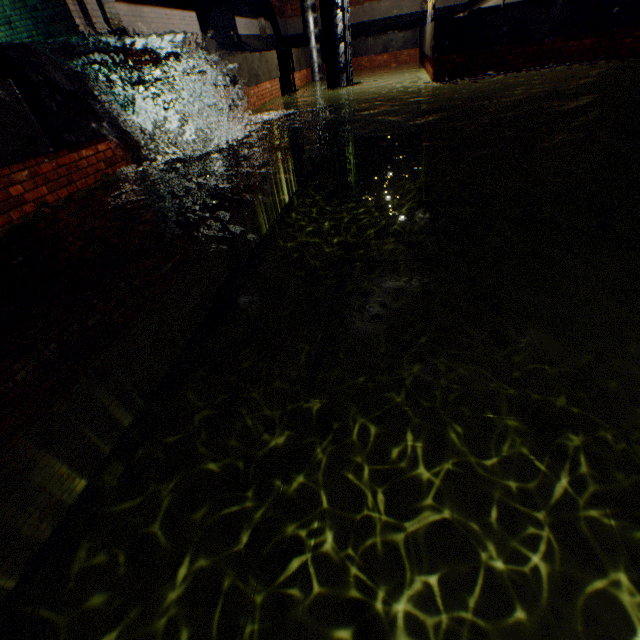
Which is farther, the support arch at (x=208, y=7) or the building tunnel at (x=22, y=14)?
the support arch at (x=208, y=7)

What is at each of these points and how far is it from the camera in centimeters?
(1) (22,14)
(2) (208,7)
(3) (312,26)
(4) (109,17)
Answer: (1) building tunnel, 700cm
(2) support arch, 1016cm
(3) pipe, 1333cm
(4) support arch, 677cm

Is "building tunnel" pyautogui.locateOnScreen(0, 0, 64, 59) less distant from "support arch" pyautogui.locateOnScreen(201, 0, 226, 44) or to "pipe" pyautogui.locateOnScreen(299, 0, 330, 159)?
"pipe" pyautogui.locateOnScreen(299, 0, 330, 159)

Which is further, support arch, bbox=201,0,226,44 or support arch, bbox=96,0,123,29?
support arch, bbox=201,0,226,44

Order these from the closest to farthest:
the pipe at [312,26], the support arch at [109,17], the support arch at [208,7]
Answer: the support arch at [109,17] < the support arch at [208,7] < the pipe at [312,26]

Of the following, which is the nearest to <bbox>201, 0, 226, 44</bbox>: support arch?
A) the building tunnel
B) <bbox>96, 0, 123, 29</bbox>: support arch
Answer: <bbox>96, 0, 123, 29</bbox>: support arch

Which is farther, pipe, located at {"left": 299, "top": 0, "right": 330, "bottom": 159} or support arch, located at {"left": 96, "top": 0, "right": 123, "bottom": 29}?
pipe, located at {"left": 299, "top": 0, "right": 330, "bottom": 159}

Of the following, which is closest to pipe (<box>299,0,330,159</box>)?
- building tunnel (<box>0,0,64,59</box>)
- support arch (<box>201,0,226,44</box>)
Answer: building tunnel (<box>0,0,64,59</box>)
